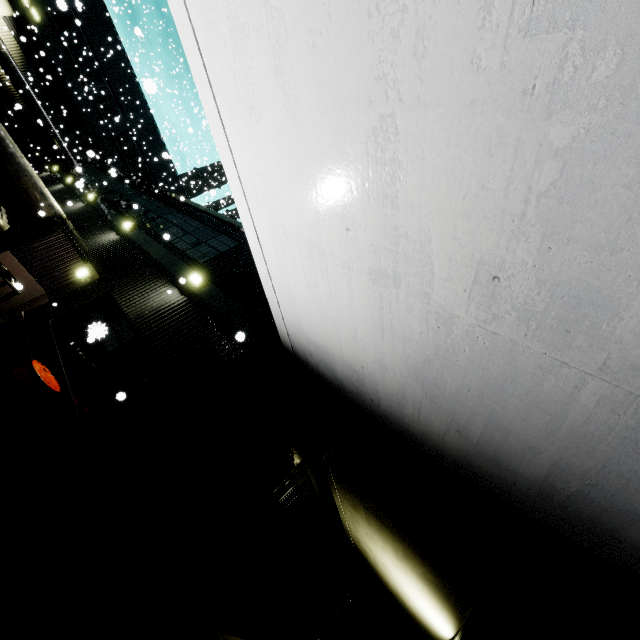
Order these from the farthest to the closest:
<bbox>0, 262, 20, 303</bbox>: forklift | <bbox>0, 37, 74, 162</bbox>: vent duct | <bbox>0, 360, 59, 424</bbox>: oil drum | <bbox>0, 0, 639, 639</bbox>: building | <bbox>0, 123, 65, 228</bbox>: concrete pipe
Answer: <bbox>0, 37, 74, 162</bbox>: vent duct
<bbox>0, 123, 65, 228</bbox>: concrete pipe
<bbox>0, 262, 20, 303</bbox>: forklift
<bbox>0, 360, 59, 424</bbox>: oil drum
<bbox>0, 0, 639, 639</bbox>: building

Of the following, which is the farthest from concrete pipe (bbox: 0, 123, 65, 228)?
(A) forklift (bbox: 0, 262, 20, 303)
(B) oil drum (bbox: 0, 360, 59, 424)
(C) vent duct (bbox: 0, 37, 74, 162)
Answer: (C) vent duct (bbox: 0, 37, 74, 162)

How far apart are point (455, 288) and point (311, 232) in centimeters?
128cm

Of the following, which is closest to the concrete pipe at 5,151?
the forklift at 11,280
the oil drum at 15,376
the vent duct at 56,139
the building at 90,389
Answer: the building at 90,389

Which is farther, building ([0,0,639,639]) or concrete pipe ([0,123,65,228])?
concrete pipe ([0,123,65,228])

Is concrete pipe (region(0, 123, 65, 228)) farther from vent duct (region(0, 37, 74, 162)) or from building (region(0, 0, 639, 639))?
vent duct (region(0, 37, 74, 162))

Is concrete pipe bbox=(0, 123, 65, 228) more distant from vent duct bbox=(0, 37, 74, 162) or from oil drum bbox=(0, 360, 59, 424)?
vent duct bbox=(0, 37, 74, 162)

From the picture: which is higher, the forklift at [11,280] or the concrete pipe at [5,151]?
the concrete pipe at [5,151]
